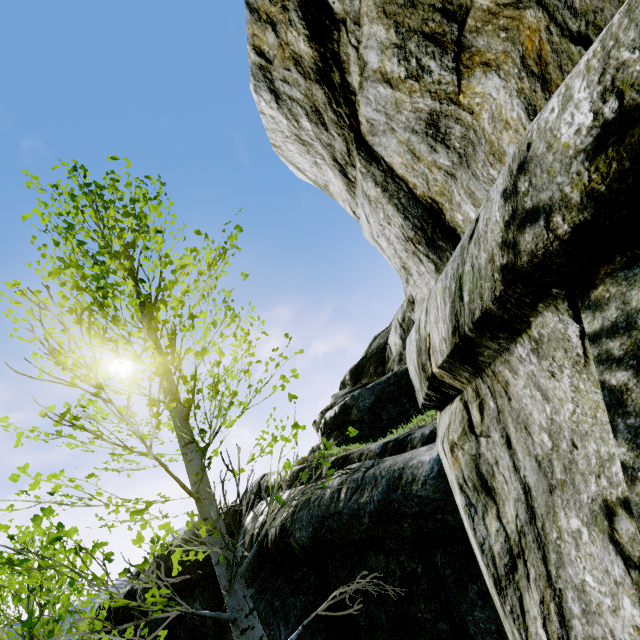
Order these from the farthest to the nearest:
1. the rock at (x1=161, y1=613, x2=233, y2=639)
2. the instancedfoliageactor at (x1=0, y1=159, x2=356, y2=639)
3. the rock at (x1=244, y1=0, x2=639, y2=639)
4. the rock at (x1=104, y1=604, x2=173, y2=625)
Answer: the rock at (x1=104, y1=604, x2=173, y2=625) < the rock at (x1=161, y1=613, x2=233, y2=639) < the instancedfoliageactor at (x1=0, y1=159, x2=356, y2=639) < the rock at (x1=244, y1=0, x2=639, y2=639)

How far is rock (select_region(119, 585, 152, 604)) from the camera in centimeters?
723cm

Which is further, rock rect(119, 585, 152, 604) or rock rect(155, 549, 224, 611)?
rock rect(119, 585, 152, 604)

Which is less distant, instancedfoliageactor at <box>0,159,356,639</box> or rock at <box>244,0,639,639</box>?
rock at <box>244,0,639,639</box>

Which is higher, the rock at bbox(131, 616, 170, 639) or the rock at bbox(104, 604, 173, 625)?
the rock at bbox(104, 604, 173, 625)

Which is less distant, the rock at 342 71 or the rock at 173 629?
the rock at 342 71

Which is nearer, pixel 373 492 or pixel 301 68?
pixel 301 68
